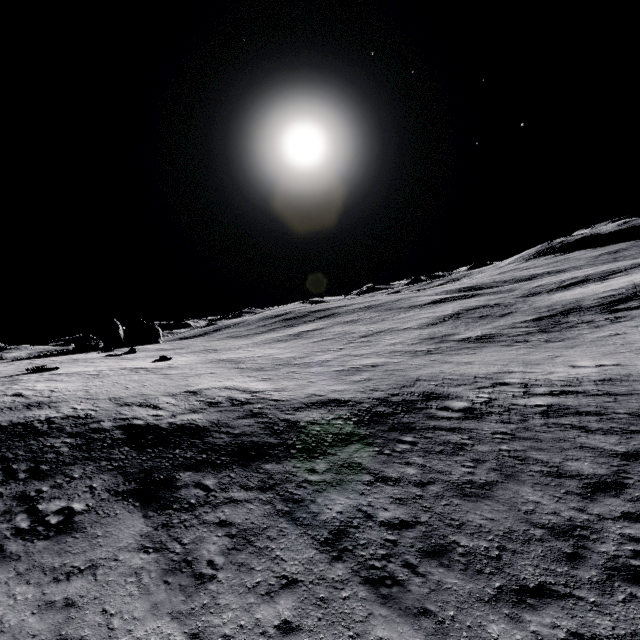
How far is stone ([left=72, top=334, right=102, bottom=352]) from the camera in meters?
42.3

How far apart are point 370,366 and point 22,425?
22.6 meters

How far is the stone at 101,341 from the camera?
42.3 meters
